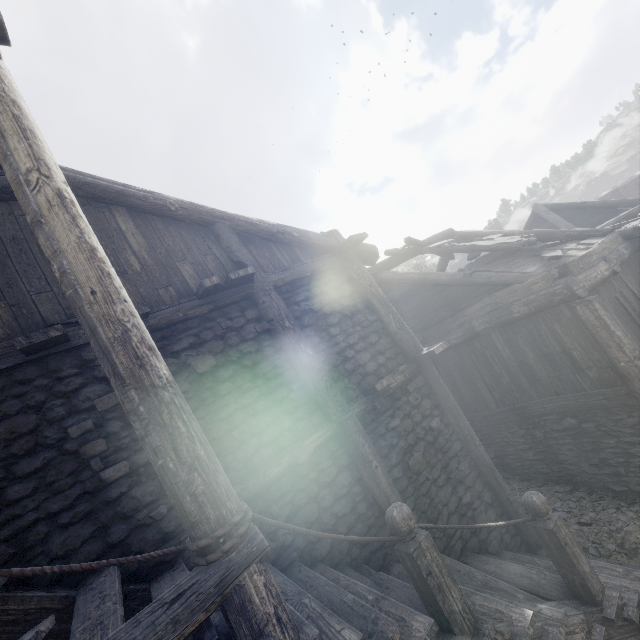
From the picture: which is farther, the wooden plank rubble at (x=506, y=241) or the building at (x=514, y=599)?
the wooden plank rubble at (x=506, y=241)

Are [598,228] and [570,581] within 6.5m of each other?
no

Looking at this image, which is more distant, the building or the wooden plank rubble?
the wooden plank rubble

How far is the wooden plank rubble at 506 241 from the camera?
8.67m

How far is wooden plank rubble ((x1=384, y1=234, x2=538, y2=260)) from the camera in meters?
8.7
